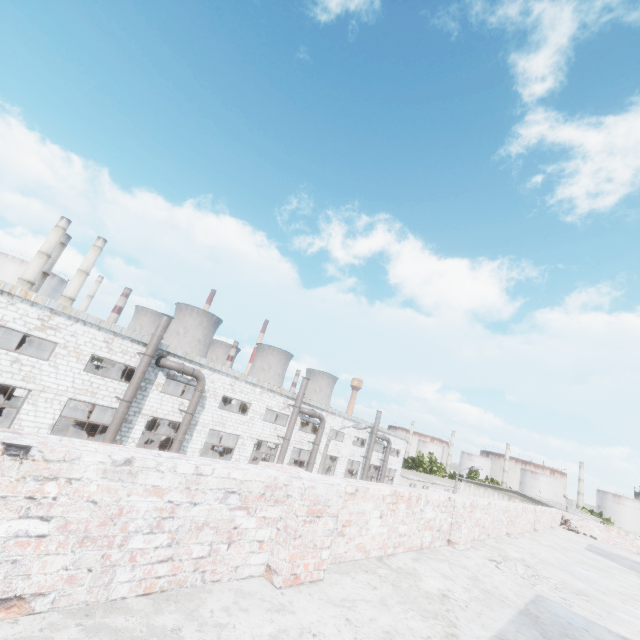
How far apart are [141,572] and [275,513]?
1.09m

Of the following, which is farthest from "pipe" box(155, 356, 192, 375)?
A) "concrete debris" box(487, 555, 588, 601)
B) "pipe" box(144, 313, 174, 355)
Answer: "concrete debris" box(487, 555, 588, 601)

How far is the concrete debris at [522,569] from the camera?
5.1m

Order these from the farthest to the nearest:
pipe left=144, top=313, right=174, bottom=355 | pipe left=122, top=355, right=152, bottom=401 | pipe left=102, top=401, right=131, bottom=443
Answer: pipe left=144, top=313, right=174, bottom=355
pipe left=122, top=355, right=152, bottom=401
pipe left=102, top=401, right=131, bottom=443

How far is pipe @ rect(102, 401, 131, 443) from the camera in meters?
17.7

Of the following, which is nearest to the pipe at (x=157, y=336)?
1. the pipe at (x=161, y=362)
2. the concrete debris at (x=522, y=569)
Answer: the pipe at (x=161, y=362)

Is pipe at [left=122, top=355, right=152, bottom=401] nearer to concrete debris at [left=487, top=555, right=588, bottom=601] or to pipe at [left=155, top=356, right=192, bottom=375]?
pipe at [left=155, top=356, right=192, bottom=375]

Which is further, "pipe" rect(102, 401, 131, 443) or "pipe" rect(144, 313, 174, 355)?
"pipe" rect(144, 313, 174, 355)
